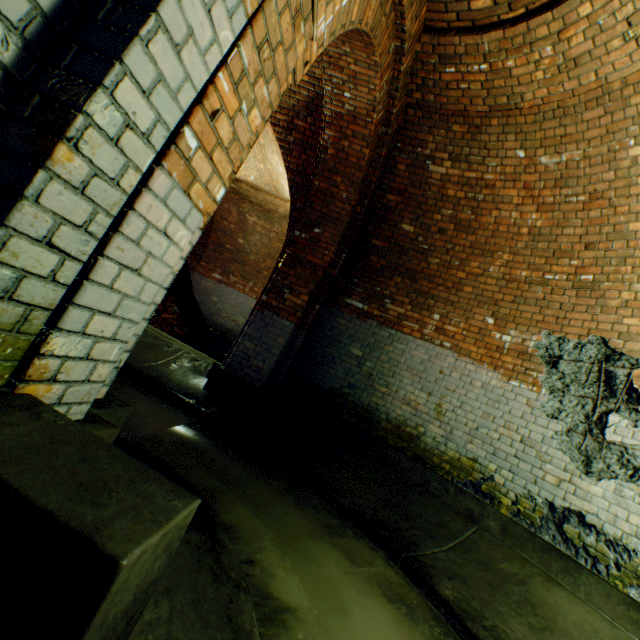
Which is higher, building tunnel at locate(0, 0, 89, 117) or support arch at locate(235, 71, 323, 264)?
support arch at locate(235, 71, 323, 264)

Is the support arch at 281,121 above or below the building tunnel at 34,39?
above

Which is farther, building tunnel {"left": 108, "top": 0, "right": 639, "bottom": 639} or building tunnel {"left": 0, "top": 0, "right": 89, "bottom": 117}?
building tunnel {"left": 108, "top": 0, "right": 639, "bottom": 639}

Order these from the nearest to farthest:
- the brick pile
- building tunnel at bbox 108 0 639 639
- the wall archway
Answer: the wall archway → building tunnel at bbox 108 0 639 639 → the brick pile

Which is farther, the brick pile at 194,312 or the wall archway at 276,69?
the brick pile at 194,312

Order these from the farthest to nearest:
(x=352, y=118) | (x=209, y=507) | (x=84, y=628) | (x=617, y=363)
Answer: (x=352, y=118) < (x=617, y=363) < (x=209, y=507) < (x=84, y=628)

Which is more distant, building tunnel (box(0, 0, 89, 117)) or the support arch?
the support arch

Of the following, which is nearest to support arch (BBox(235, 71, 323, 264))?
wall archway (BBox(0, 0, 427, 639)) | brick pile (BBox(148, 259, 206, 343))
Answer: A: wall archway (BBox(0, 0, 427, 639))
